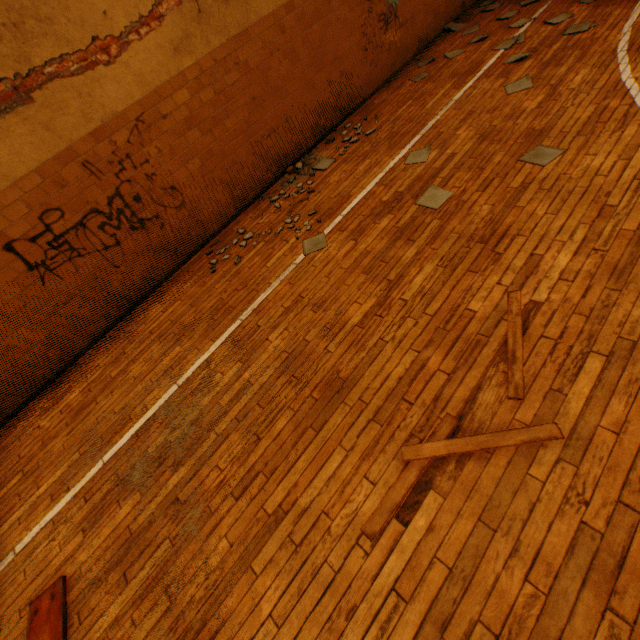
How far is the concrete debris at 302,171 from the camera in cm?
545

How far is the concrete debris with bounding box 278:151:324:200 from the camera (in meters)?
5.45

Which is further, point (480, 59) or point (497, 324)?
point (480, 59)
